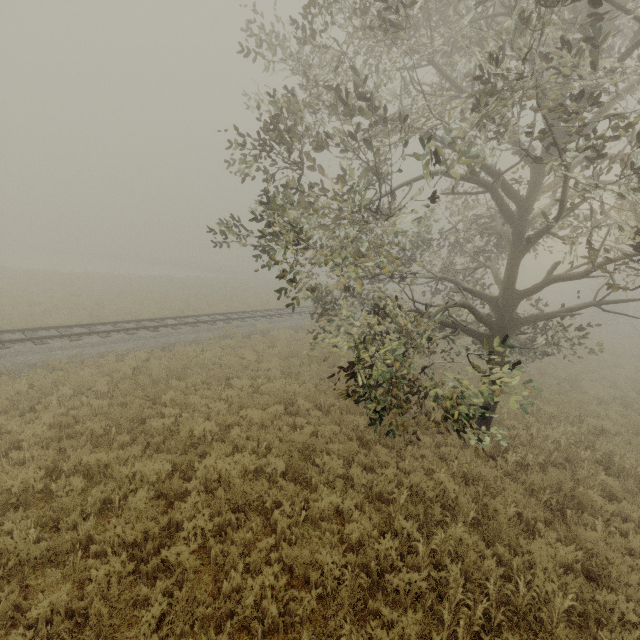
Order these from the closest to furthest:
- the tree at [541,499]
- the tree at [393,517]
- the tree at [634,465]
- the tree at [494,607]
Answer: the tree at [494,607], the tree at [393,517], the tree at [541,499], the tree at [634,465]

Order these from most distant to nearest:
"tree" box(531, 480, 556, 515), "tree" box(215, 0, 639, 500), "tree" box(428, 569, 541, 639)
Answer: "tree" box(531, 480, 556, 515), "tree" box(215, 0, 639, 500), "tree" box(428, 569, 541, 639)

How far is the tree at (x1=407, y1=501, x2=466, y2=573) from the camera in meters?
5.3

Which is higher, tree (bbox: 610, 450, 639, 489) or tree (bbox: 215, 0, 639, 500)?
tree (bbox: 215, 0, 639, 500)

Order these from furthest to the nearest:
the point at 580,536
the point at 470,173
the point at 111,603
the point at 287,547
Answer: the point at 470,173, the point at 580,536, the point at 287,547, the point at 111,603

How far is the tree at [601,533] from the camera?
5.84m

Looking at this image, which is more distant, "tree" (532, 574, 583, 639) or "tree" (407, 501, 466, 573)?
"tree" (407, 501, 466, 573)
